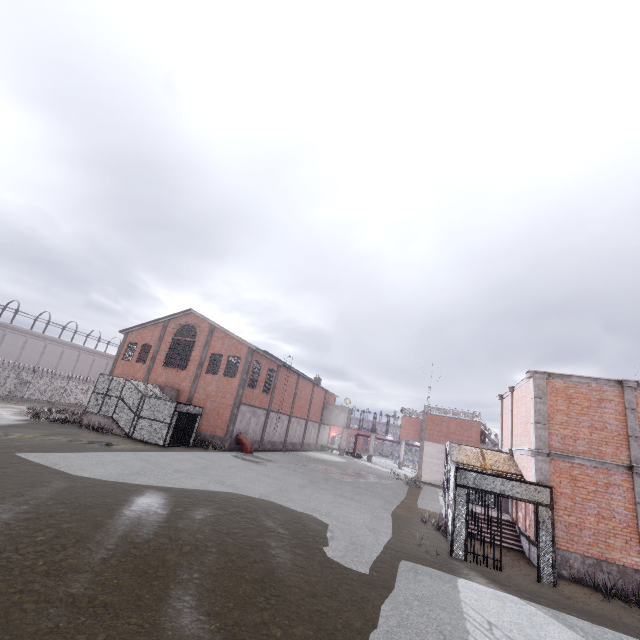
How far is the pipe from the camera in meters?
27.6 m

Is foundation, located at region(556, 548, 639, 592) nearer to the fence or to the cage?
the cage

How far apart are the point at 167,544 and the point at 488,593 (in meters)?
8.27

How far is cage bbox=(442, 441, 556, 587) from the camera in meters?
10.4

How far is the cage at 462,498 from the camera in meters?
10.4 m

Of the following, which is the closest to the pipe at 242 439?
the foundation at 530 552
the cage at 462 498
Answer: the cage at 462 498

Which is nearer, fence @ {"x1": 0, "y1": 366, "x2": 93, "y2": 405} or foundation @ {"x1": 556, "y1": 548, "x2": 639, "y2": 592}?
foundation @ {"x1": 556, "y1": 548, "x2": 639, "y2": 592}

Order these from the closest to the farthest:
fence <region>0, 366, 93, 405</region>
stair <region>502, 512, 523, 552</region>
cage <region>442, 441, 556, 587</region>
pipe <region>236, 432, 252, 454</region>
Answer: cage <region>442, 441, 556, 587</region> → stair <region>502, 512, 523, 552</region> → pipe <region>236, 432, 252, 454</region> → fence <region>0, 366, 93, 405</region>
